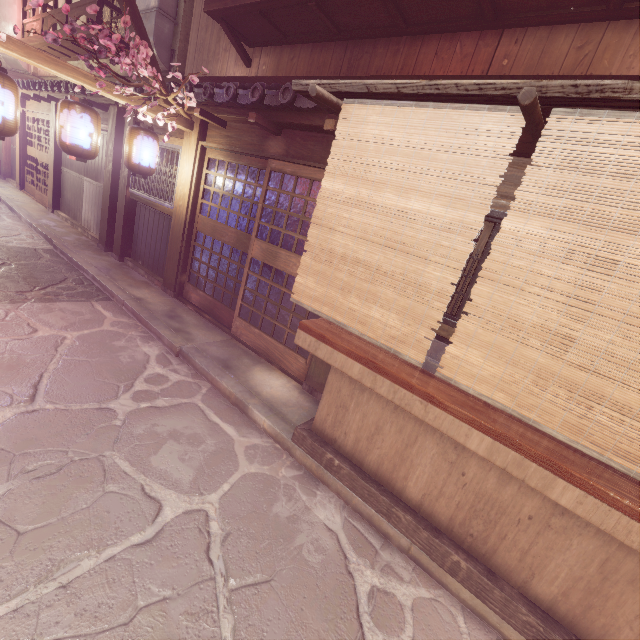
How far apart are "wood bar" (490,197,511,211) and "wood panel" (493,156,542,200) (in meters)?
0.19

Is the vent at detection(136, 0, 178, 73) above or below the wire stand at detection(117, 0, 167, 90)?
above

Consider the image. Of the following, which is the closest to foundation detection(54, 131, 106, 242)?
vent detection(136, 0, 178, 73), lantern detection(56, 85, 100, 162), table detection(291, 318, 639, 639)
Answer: vent detection(136, 0, 178, 73)

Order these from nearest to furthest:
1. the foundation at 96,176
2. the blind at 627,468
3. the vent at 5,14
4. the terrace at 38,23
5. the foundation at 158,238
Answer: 1. the blind at 627,468
2. the foundation at 158,238
3. the terrace at 38,23
4. the foundation at 96,176
5. the vent at 5,14

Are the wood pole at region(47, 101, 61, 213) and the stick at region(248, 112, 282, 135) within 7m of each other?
no

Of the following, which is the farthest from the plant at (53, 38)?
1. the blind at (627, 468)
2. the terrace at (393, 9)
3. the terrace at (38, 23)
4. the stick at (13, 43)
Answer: the terrace at (38, 23)

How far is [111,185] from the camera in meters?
13.5 m

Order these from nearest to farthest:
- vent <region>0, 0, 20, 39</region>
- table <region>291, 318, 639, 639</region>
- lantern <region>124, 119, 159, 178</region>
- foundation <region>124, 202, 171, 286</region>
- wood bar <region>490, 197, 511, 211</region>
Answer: table <region>291, 318, 639, 639</region> < wood bar <region>490, 197, 511, 211</region> < lantern <region>124, 119, 159, 178</region> < foundation <region>124, 202, 171, 286</region> < vent <region>0, 0, 20, 39</region>
